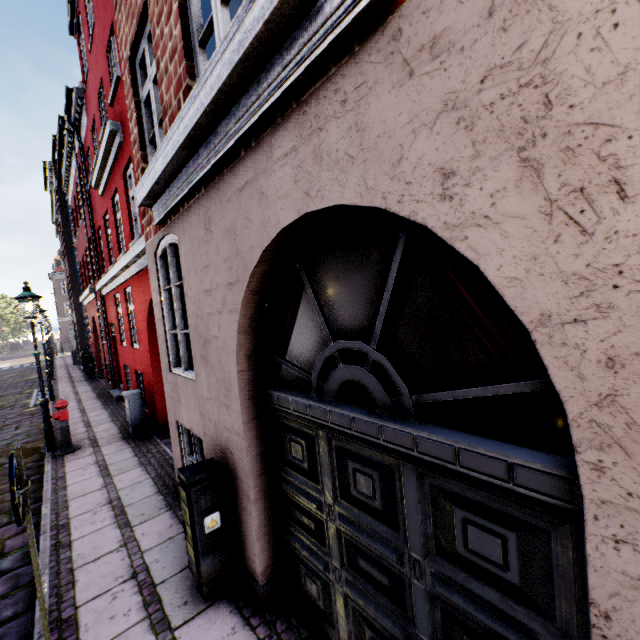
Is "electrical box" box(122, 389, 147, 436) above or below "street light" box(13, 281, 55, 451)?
below

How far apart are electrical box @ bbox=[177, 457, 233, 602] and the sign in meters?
1.2 m

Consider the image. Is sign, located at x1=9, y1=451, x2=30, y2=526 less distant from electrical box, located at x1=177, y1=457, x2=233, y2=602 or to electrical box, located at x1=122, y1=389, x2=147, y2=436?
electrical box, located at x1=177, y1=457, x2=233, y2=602

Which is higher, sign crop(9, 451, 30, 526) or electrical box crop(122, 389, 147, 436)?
sign crop(9, 451, 30, 526)

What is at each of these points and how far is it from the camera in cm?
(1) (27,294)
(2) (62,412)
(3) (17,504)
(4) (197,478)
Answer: (1) street light, 730
(2) hydrant, 736
(3) sign, 222
(4) electrical box, 313

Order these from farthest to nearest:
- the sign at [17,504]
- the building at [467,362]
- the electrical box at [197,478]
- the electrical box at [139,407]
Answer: the electrical box at [139,407] < the electrical box at [197,478] < the sign at [17,504] < the building at [467,362]

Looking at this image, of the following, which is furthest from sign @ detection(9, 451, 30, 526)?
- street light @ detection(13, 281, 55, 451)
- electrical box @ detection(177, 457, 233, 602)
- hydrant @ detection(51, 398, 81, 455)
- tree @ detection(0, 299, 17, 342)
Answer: hydrant @ detection(51, 398, 81, 455)

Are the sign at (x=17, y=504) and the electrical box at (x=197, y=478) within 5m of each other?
yes
